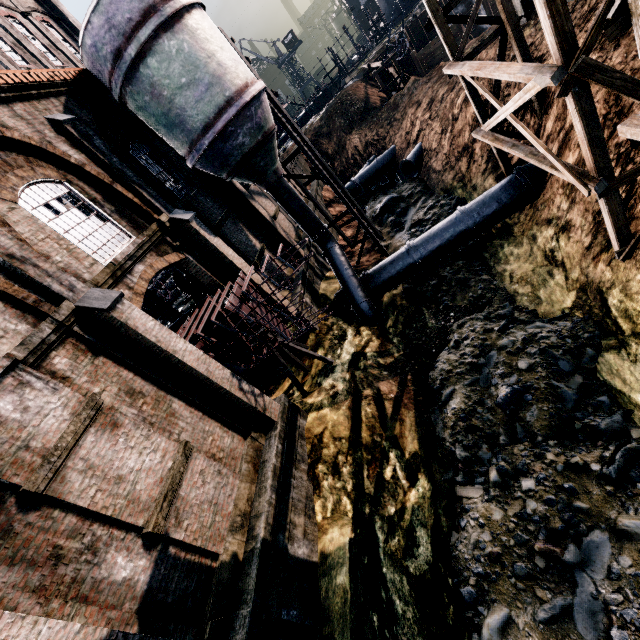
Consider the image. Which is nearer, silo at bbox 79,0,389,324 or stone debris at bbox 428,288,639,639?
stone debris at bbox 428,288,639,639

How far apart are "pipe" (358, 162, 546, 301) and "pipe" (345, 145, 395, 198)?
16.6 meters

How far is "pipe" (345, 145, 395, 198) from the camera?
30.90m

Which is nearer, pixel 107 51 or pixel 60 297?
pixel 60 297

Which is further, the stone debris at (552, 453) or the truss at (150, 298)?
the truss at (150, 298)

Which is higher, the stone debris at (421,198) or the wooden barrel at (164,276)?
the wooden barrel at (164,276)

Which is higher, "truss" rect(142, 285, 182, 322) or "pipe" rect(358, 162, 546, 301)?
"truss" rect(142, 285, 182, 322)

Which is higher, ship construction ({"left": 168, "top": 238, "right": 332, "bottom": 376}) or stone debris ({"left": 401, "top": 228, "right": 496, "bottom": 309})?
ship construction ({"left": 168, "top": 238, "right": 332, "bottom": 376})
